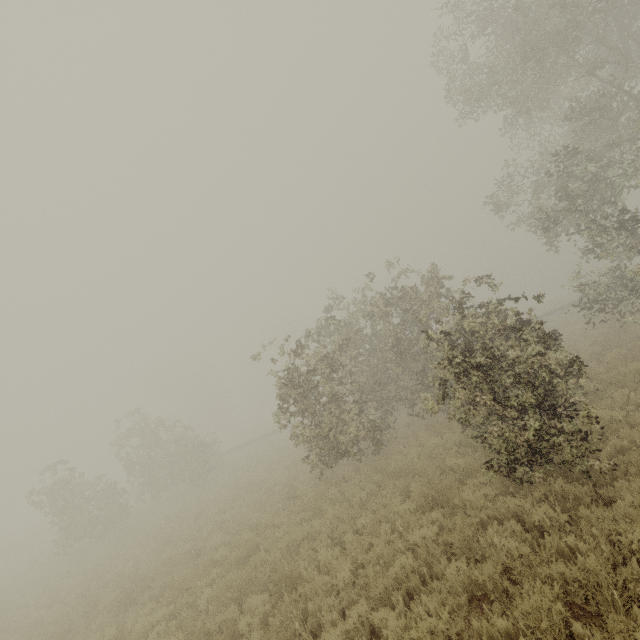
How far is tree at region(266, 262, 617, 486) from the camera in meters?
6.2

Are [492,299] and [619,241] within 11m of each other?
yes

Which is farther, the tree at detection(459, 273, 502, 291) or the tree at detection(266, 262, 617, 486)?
the tree at detection(459, 273, 502, 291)

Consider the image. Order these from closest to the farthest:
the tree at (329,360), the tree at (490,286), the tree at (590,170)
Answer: the tree at (329,360) → the tree at (490,286) → the tree at (590,170)

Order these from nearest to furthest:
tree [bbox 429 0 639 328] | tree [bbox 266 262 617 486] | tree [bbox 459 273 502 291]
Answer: tree [bbox 266 262 617 486]
tree [bbox 459 273 502 291]
tree [bbox 429 0 639 328]

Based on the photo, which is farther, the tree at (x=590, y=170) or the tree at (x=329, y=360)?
the tree at (x=590, y=170)
